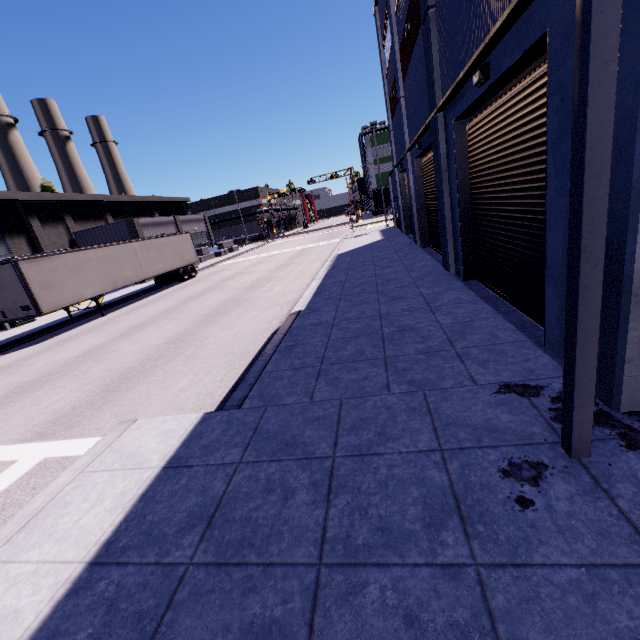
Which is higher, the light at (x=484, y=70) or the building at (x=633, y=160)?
the light at (x=484, y=70)

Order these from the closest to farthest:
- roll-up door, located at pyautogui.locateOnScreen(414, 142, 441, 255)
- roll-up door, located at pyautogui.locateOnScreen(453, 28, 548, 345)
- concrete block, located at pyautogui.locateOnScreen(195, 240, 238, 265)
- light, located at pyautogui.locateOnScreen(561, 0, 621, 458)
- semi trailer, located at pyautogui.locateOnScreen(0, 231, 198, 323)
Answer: light, located at pyautogui.locateOnScreen(561, 0, 621, 458)
roll-up door, located at pyautogui.locateOnScreen(453, 28, 548, 345)
roll-up door, located at pyautogui.locateOnScreen(414, 142, 441, 255)
semi trailer, located at pyautogui.locateOnScreen(0, 231, 198, 323)
concrete block, located at pyautogui.locateOnScreen(195, 240, 238, 265)

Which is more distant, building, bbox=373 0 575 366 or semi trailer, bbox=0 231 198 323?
semi trailer, bbox=0 231 198 323

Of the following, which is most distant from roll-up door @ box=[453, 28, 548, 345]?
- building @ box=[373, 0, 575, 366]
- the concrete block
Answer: the concrete block

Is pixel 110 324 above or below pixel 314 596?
below

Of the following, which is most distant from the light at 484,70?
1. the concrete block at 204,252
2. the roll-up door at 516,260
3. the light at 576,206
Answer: the concrete block at 204,252

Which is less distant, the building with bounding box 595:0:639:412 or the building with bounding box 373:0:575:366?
the building with bounding box 595:0:639:412

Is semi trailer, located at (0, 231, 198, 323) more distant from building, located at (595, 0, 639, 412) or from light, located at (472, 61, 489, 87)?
light, located at (472, 61, 489, 87)
